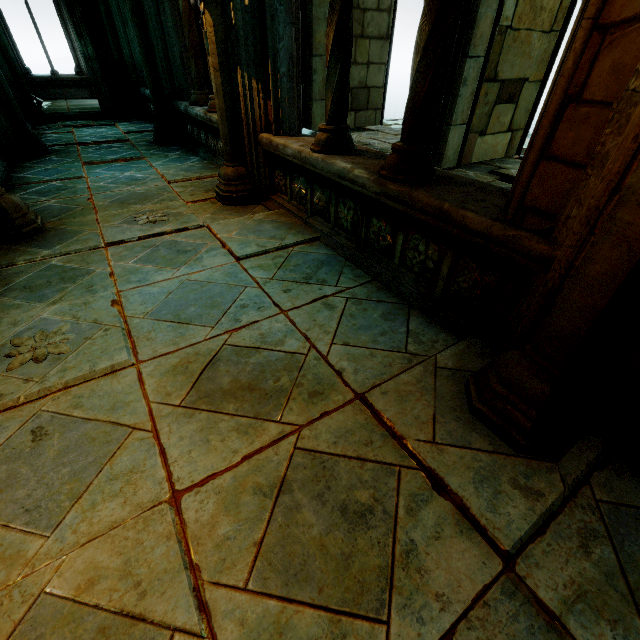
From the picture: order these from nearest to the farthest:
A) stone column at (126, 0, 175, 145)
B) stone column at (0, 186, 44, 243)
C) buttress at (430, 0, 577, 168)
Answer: stone column at (0, 186, 44, 243), buttress at (430, 0, 577, 168), stone column at (126, 0, 175, 145)

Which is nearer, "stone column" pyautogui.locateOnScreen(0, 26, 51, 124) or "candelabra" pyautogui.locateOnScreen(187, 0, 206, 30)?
"candelabra" pyautogui.locateOnScreen(187, 0, 206, 30)

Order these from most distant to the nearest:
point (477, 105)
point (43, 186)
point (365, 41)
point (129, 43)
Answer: point (129, 43) → point (365, 41) → point (477, 105) → point (43, 186)

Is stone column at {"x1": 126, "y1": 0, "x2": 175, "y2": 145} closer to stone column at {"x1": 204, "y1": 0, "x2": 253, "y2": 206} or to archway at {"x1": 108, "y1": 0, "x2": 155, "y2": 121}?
archway at {"x1": 108, "y1": 0, "x2": 155, "y2": 121}

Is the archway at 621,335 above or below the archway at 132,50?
below

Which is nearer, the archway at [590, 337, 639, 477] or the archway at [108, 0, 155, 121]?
the archway at [590, 337, 639, 477]

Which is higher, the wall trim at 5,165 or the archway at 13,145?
the archway at 13,145

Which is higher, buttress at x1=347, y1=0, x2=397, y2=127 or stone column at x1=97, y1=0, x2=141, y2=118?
buttress at x1=347, y1=0, x2=397, y2=127
